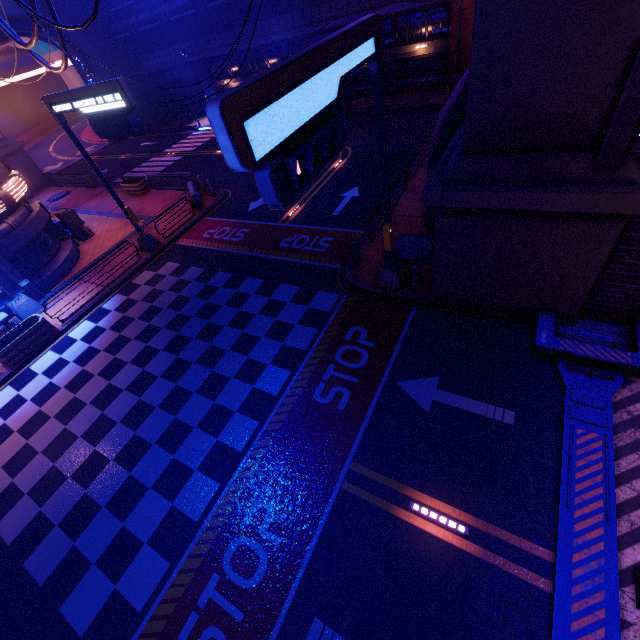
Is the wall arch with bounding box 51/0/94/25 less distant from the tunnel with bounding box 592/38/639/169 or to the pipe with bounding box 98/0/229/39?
the pipe with bounding box 98/0/229/39

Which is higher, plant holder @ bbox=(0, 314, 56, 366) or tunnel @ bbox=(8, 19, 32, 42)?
tunnel @ bbox=(8, 19, 32, 42)

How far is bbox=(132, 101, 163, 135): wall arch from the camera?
38.6 meters

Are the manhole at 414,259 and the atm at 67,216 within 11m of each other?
no

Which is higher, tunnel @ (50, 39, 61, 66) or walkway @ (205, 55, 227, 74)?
tunnel @ (50, 39, 61, 66)

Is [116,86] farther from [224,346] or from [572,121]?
[572,121]

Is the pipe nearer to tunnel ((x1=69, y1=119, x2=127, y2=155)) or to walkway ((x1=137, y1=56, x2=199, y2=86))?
walkway ((x1=137, y1=56, x2=199, y2=86))

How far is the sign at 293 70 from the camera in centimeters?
413cm
